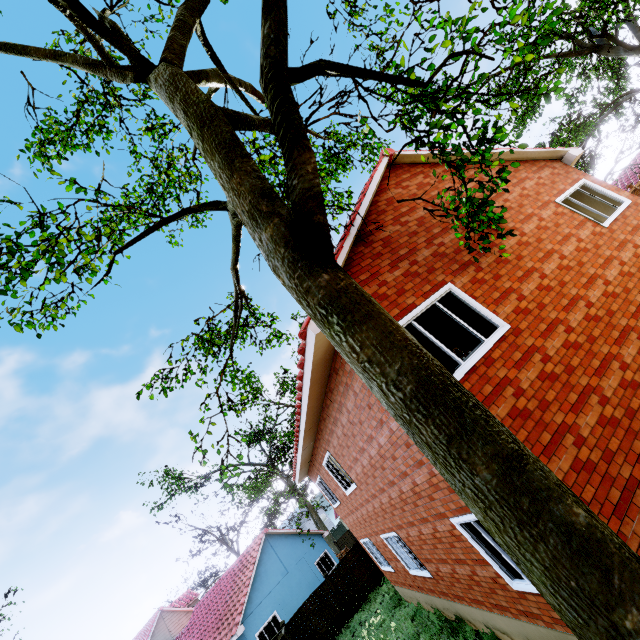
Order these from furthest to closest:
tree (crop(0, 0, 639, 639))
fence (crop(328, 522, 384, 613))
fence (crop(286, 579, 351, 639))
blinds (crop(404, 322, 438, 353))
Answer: fence (crop(328, 522, 384, 613))
fence (crop(286, 579, 351, 639))
blinds (crop(404, 322, 438, 353))
tree (crop(0, 0, 639, 639))

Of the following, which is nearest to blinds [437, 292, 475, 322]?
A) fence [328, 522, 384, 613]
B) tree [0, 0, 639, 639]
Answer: fence [328, 522, 384, 613]

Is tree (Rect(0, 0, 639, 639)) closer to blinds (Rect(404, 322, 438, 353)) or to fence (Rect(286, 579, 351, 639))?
fence (Rect(286, 579, 351, 639))

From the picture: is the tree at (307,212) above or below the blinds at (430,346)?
below

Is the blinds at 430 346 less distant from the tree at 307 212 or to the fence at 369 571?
the fence at 369 571

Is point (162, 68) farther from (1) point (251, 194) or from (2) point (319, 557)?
(2) point (319, 557)
